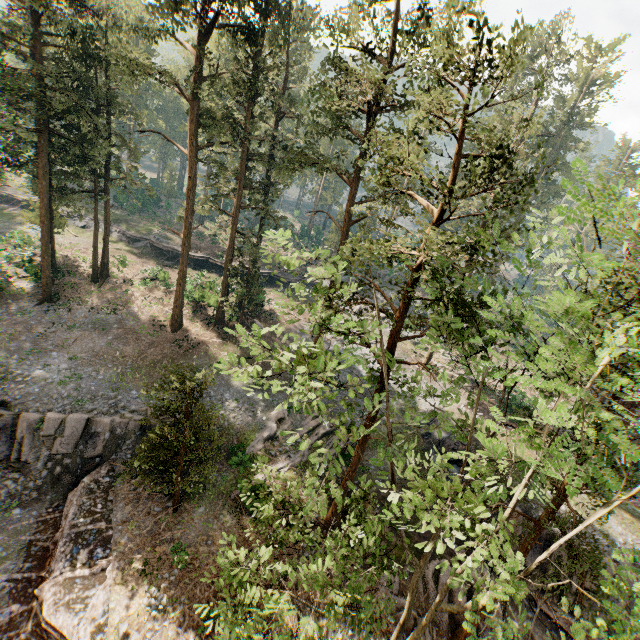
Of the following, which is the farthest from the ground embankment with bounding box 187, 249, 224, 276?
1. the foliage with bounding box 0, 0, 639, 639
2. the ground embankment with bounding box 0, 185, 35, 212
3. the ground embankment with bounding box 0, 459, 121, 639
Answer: the ground embankment with bounding box 0, 459, 121, 639

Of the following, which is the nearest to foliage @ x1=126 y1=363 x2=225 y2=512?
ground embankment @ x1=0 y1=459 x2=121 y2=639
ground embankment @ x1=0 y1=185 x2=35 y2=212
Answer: ground embankment @ x1=0 y1=459 x2=121 y2=639

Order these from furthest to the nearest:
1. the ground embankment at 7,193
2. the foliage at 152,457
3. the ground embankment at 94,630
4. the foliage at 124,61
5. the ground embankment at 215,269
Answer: the ground embankment at 7,193, the ground embankment at 215,269, the foliage at 152,457, the ground embankment at 94,630, the foliage at 124,61

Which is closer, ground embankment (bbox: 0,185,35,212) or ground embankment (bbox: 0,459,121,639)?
ground embankment (bbox: 0,459,121,639)

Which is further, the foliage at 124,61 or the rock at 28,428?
the rock at 28,428

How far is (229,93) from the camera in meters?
25.7

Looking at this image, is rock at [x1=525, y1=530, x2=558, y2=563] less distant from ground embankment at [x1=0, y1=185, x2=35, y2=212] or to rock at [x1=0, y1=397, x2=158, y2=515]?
rock at [x1=0, y1=397, x2=158, y2=515]

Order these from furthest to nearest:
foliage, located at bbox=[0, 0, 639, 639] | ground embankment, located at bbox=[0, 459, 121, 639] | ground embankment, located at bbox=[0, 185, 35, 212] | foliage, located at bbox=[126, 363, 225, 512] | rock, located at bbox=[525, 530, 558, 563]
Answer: ground embankment, located at bbox=[0, 185, 35, 212]
rock, located at bbox=[525, 530, 558, 563]
foliage, located at bbox=[126, 363, 225, 512]
ground embankment, located at bbox=[0, 459, 121, 639]
foliage, located at bbox=[0, 0, 639, 639]
